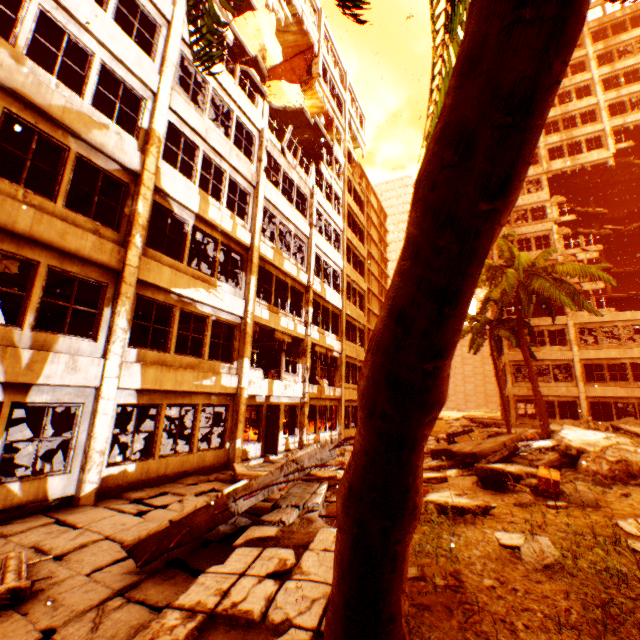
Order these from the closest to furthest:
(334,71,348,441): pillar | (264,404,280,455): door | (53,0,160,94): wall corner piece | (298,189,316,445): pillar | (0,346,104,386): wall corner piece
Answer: (0,346,104,386): wall corner piece → (53,0,160,94): wall corner piece → (264,404,280,455): door → (298,189,316,445): pillar → (334,71,348,441): pillar

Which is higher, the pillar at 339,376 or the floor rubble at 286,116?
the floor rubble at 286,116

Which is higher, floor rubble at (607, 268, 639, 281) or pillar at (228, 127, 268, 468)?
floor rubble at (607, 268, 639, 281)

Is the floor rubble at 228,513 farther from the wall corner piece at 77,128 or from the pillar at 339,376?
the wall corner piece at 77,128

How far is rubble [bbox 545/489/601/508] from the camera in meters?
5.6 m

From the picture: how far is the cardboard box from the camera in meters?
5.7 m

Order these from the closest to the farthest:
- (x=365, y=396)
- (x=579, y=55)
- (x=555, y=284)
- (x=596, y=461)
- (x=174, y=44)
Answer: (x=365, y=396) < (x=596, y=461) < (x=174, y=44) < (x=555, y=284) < (x=579, y=55)

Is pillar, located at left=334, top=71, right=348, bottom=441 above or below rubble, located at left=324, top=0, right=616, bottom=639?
above
